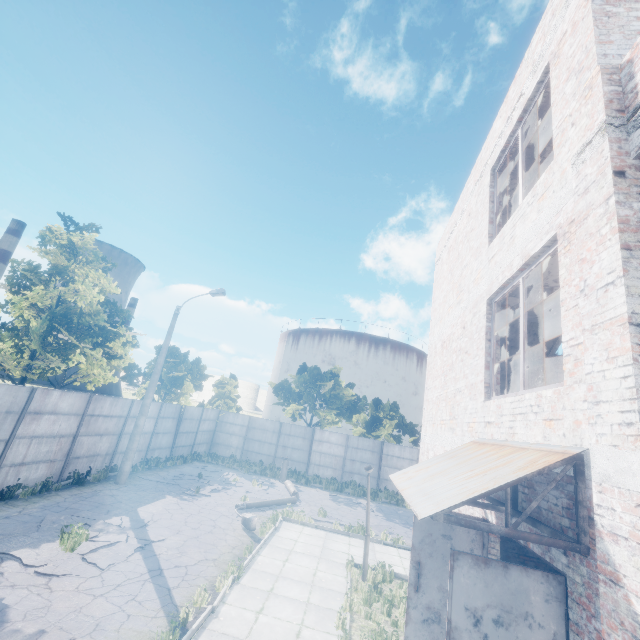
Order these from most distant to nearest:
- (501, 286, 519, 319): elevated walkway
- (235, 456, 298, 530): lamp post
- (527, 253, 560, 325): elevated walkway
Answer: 1. (235, 456, 298, 530): lamp post
2. (501, 286, 519, 319): elevated walkway
3. (527, 253, 560, 325): elevated walkway

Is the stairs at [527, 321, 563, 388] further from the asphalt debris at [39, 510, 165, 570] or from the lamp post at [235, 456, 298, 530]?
the asphalt debris at [39, 510, 165, 570]

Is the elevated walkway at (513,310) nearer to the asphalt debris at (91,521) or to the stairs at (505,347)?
the stairs at (505,347)

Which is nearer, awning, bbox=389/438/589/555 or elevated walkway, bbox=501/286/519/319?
awning, bbox=389/438/589/555

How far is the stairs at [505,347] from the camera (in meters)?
8.74

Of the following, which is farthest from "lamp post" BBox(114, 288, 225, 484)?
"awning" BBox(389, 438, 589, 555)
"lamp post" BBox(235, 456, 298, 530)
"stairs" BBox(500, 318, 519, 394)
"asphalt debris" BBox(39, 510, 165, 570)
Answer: "awning" BBox(389, 438, 589, 555)

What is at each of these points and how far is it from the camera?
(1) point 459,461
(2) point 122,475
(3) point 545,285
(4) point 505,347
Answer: (1) awning, 5.1m
(2) lamp post, 15.0m
(3) elevated walkway, 6.6m
(4) stairs, 9.2m

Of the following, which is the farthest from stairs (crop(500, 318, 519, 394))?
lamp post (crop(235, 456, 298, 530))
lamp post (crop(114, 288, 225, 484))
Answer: lamp post (crop(114, 288, 225, 484))
